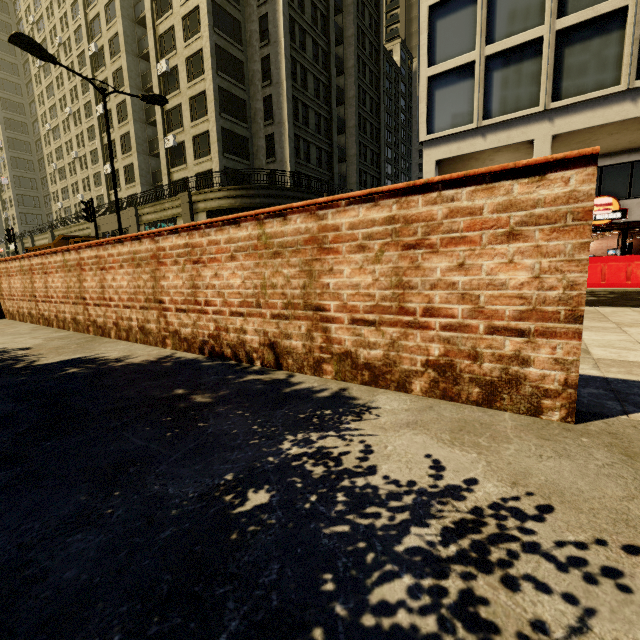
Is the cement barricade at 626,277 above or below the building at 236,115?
below

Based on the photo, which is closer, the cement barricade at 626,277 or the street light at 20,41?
the cement barricade at 626,277

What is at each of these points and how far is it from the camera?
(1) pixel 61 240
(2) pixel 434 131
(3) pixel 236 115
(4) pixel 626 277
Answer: (1) truck, 19.9m
(2) building, 15.8m
(3) building, 27.0m
(4) cement barricade, 9.2m

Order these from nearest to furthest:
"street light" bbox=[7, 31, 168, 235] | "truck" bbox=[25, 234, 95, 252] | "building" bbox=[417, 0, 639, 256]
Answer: "street light" bbox=[7, 31, 168, 235] → "building" bbox=[417, 0, 639, 256] → "truck" bbox=[25, 234, 95, 252]

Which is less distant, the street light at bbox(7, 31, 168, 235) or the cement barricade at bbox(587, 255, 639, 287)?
the cement barricade at bbox(587, 255, 639, 287)

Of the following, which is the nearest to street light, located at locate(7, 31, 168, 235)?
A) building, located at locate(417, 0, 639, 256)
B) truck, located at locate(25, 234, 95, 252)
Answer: truck, located at locate(25, 234, 95, 252)

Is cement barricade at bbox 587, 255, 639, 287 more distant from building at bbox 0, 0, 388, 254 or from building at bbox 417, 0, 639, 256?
building at bbox 0, 0, 388, 254

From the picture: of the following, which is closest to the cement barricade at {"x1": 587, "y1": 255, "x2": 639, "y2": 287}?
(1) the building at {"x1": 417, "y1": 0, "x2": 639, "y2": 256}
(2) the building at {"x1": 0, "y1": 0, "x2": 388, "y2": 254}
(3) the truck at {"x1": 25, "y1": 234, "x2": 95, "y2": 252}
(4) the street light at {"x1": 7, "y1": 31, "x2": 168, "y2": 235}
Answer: (1) the building at {"x1": 417, "y1": 0, "x2": 639, "y2": 256}
